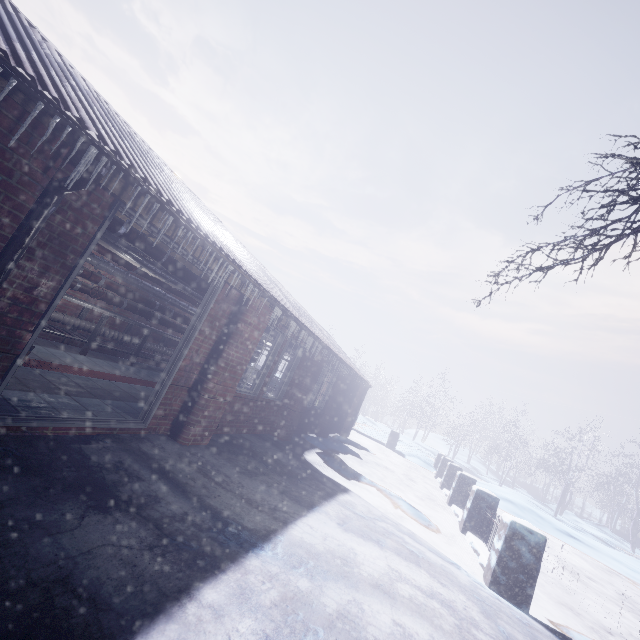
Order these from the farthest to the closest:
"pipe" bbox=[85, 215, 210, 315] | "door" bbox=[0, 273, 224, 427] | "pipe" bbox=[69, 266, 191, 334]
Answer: "pipe" bbox=[69, 266, 191, 334] < "pipe" bbox=[85, 215, 210, 315] < "door" bbox=[0, 273, 224, 427]

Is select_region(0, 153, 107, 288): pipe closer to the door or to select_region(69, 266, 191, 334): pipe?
the door

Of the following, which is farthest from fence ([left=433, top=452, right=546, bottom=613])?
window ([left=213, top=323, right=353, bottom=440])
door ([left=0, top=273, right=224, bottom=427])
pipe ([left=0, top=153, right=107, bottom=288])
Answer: pipe ([left=0, top=153, right=107, bottom=288])

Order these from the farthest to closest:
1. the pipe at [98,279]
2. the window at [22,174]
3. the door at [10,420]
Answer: the pipe at [98,279] → the door at [10,420] → the window at [22,174]

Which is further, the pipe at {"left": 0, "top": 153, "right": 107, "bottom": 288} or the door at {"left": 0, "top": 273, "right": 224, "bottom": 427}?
the door at {"left": 0, "top": 273, "right": 224, "bottom": 427}

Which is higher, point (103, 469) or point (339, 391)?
point (339, 391)

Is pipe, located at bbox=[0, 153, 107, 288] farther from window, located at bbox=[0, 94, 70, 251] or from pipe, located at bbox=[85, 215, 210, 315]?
pipe, located at bbox=[85, 215, 210, 315]

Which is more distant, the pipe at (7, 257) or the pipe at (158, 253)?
the pipe at (158, 253)
